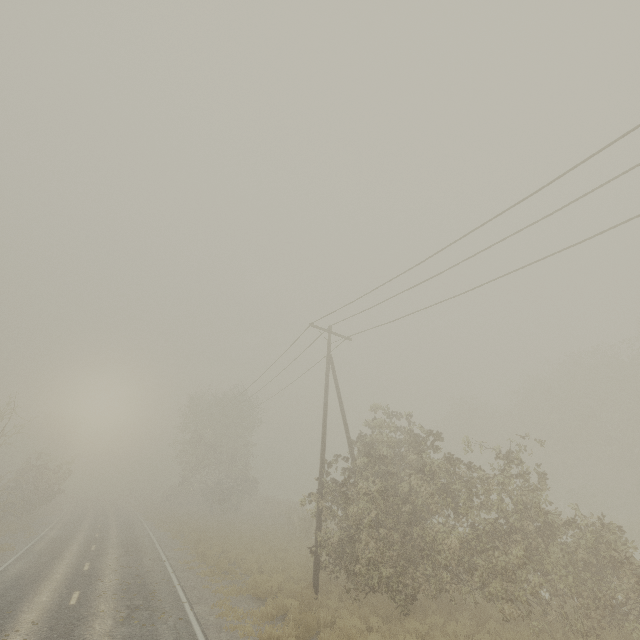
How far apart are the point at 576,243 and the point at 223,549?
24.15m
